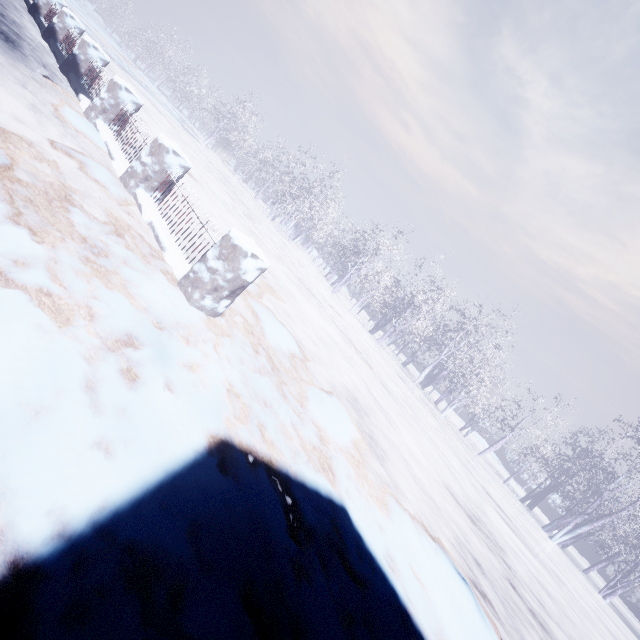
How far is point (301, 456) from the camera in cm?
297
